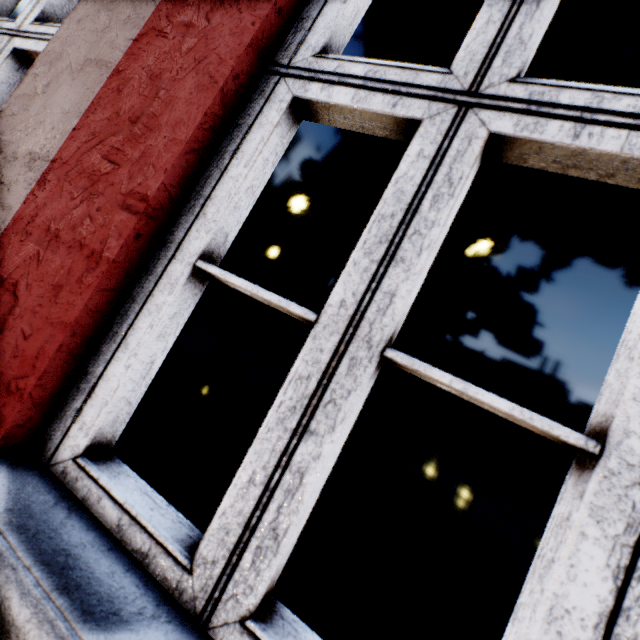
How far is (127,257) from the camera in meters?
0.8 m
